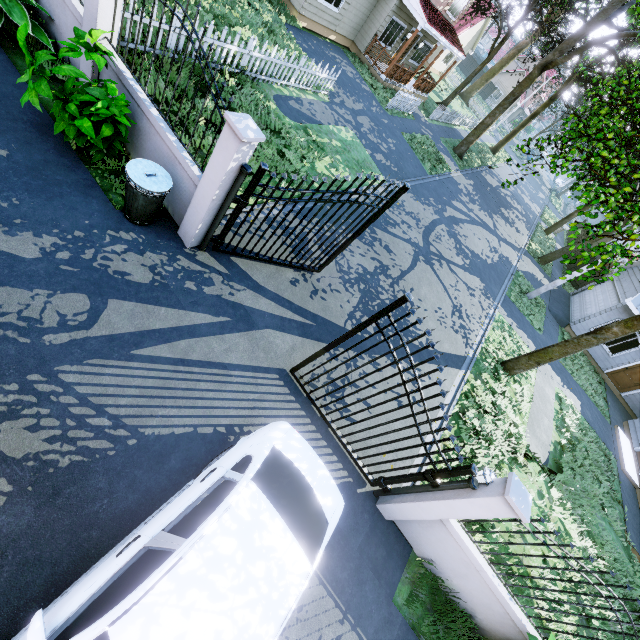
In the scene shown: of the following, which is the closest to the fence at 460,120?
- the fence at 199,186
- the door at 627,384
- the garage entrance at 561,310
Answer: the garage entrance at 561,310

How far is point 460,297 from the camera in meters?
12.4

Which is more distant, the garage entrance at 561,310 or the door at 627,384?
the garage entrance at 561,310

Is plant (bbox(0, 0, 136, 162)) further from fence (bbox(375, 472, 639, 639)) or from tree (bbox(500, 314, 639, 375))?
fence (bbox(375, 472, 639, 639))

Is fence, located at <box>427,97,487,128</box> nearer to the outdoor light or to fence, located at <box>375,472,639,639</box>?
fence, located at <box>375,472,639,639</box>

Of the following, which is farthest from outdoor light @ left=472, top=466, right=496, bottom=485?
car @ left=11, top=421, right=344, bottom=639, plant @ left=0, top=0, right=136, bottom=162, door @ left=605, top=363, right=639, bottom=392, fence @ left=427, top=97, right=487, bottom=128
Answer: fence @ left=427, top=97, right=487, bottom=128

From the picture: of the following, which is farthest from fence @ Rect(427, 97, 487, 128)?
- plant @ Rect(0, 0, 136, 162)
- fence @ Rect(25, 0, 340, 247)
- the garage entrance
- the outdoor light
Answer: the outdoor light

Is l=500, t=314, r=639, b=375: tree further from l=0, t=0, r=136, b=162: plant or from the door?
l=0, t=0, r=136, b=162: plant
